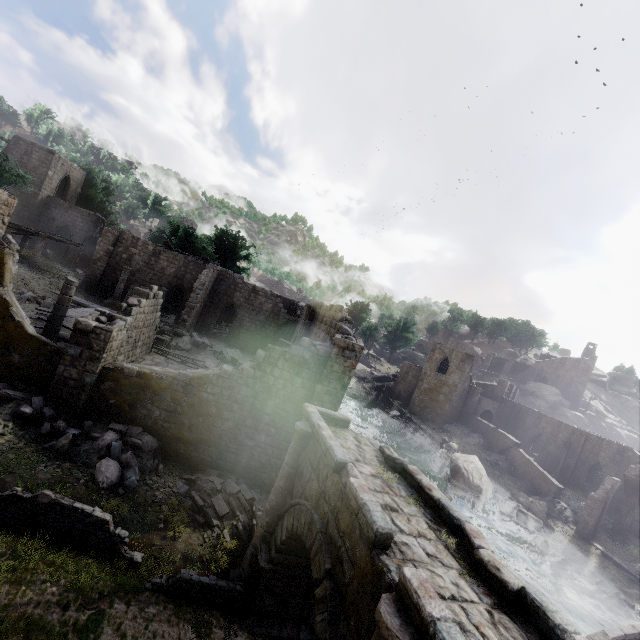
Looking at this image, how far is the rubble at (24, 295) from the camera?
20.32m

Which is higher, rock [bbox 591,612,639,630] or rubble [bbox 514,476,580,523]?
rubble [bbox 514,476,580,523]

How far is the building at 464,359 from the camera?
46.5 meters

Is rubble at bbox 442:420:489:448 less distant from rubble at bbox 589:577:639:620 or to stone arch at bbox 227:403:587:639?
rubble at bbox 589:577:639:620

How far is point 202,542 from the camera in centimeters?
1038cm

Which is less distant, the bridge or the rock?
the bridge

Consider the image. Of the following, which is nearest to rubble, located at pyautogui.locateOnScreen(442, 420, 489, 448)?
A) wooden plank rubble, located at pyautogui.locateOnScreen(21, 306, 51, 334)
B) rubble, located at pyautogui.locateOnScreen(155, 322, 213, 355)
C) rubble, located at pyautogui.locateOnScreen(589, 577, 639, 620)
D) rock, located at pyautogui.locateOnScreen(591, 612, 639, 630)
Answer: rubble, located at pyautogui.locateOnScreen(589, 577, 639, 620)

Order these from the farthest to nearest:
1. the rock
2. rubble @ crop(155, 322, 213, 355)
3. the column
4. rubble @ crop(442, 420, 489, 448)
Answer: the column, rubble @ crop(442, 420, 489, 448), rubble @ crop(155, 322, 213, 355), the rock
